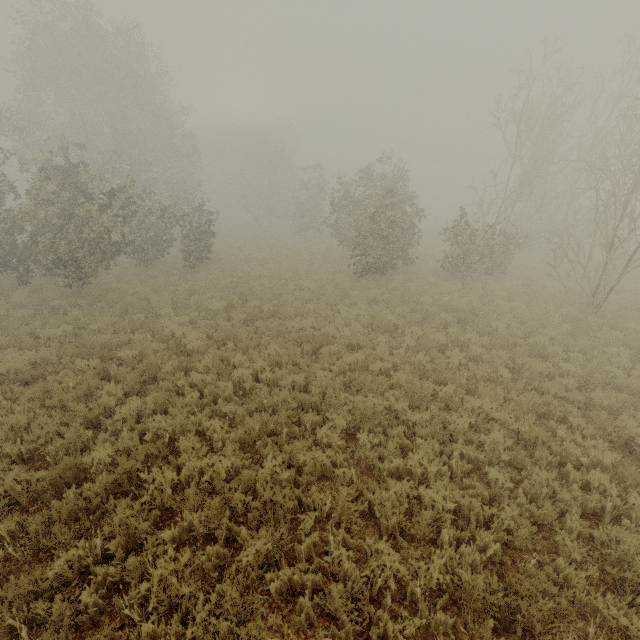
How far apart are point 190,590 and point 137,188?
21.72m
